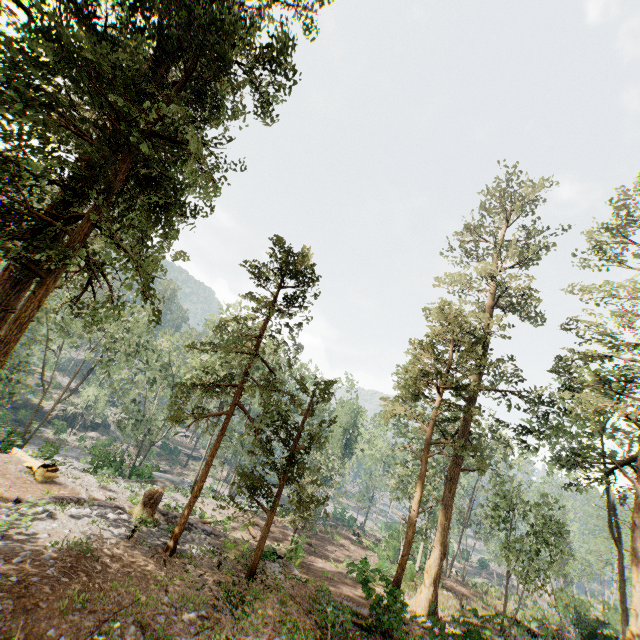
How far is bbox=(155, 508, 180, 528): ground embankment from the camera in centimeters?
1809cm

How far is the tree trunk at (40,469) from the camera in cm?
2125

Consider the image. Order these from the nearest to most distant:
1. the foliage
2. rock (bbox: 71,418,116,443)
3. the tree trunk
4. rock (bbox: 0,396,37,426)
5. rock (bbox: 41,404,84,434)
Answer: the foliage, the tree trunk, rock (bbox: 0,396,37,426), rock (bbox: 41,404,84,434), rock (bbox: 71,418,116,443)

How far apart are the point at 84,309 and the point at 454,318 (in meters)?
21.66

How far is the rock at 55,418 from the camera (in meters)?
48.62

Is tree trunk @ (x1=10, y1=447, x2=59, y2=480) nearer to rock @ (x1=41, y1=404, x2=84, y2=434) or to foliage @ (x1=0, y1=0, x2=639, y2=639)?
foliage @ (x1=0, y1=0, x2=639, y2=639)

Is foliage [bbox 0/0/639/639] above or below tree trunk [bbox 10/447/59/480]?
above

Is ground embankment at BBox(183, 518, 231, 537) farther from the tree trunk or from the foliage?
the tree trunk
